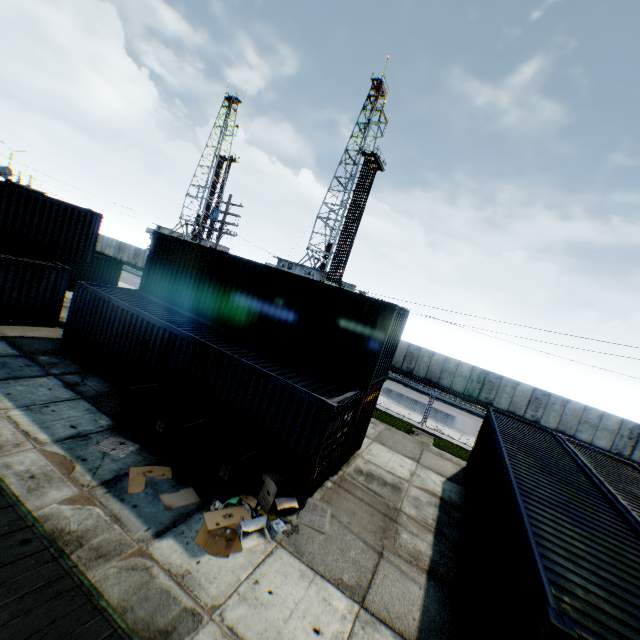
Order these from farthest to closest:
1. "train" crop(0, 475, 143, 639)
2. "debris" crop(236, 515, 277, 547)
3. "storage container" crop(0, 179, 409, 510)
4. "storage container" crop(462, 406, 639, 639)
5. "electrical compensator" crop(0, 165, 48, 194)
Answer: "electrical compensator" crop(0, 165, 48, 194) → "storage container" crop(0, 179, 409, 510) → "debris" crop(236, 515, 277, 547) → "storage container" crop(462, 406, 639, 639) → "train" crop(0, 475, 143, 639)

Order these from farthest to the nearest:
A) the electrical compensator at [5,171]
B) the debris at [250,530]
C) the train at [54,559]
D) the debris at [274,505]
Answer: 1. the electrical compensator at [5,171]
2. the debris at [274,505]
3. the debris at [250,530]
4. the train at [54,559]

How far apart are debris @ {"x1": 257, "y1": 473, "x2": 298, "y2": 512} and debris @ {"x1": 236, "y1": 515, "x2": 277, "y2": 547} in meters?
0.3

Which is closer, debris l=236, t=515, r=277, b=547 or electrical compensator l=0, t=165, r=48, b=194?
debris l=236, t=515, r=277, b=547

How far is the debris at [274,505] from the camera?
7.9 meters

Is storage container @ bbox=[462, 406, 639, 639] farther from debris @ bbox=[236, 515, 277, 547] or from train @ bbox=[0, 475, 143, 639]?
debris @ bbox=[236, 515, 277, 547]

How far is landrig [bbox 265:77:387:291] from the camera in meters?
A: 42.9

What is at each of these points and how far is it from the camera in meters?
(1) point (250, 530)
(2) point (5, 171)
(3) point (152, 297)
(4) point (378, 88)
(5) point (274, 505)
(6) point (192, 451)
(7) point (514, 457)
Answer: (1) debris, 7.1 m
(2) electrical compensator, 25.3 m
(3) storage container, 14.9 m
(4) landrig, 44.2 m
(5) debris, 7.9 m
(6) trash dumpster, 8.3 m
(7) storage container, 9.0 m
